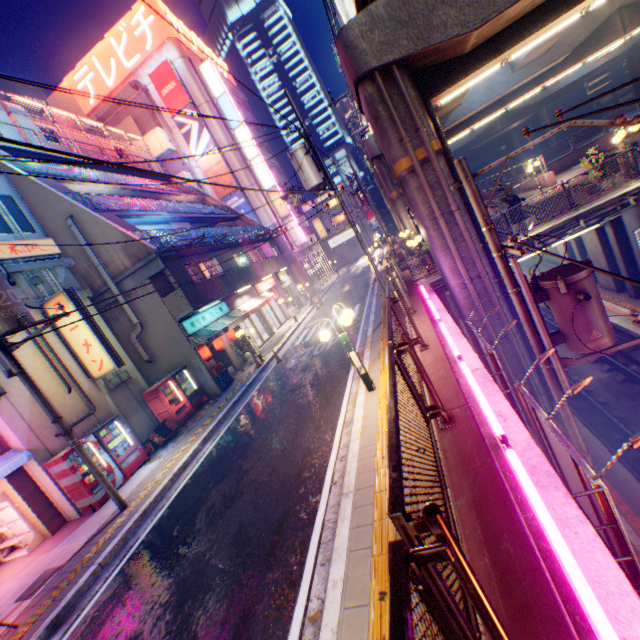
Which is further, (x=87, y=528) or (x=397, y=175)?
(x=397, y=175)

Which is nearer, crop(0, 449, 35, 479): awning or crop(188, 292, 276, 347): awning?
crop(0, 449, 35, 479): awning

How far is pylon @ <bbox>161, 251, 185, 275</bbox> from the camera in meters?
15.0

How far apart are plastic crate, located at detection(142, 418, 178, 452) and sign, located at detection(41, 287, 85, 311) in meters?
2.8

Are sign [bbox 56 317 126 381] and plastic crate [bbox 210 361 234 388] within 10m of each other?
yes

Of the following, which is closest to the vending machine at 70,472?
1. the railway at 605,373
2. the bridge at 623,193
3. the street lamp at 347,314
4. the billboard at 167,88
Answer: the street lamp at 347,314

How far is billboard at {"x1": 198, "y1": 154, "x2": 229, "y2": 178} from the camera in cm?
3288

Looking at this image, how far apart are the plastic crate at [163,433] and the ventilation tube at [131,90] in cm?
3343
